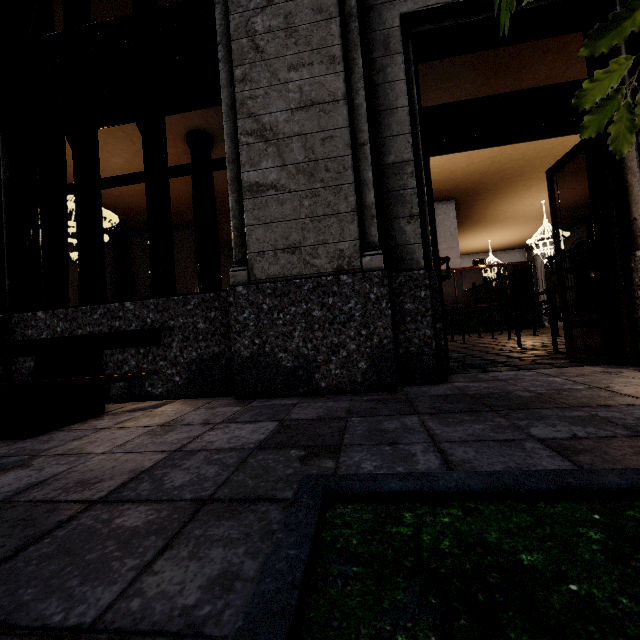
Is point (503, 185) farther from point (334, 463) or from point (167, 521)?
point (167, 521)

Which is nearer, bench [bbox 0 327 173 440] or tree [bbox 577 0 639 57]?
tree [bbox 577 0 639 57]

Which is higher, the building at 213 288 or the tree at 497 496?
the building at 213 288

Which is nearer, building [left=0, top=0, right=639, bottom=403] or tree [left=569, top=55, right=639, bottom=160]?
tree [left=569, top=55, right=639, bottom=160]

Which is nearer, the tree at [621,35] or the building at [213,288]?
the tree at [621,35]

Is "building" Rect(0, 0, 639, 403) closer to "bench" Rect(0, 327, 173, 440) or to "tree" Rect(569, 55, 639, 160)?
"bench" Rect(0, 327, 173, 440)

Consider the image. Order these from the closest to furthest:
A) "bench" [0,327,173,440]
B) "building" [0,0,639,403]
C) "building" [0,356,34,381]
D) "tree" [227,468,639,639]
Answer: "tree" [227,468,639,639] < "bench" [0,327,173,440] < "building" [0,0,639,403] < "building" [0,356,34,381]
